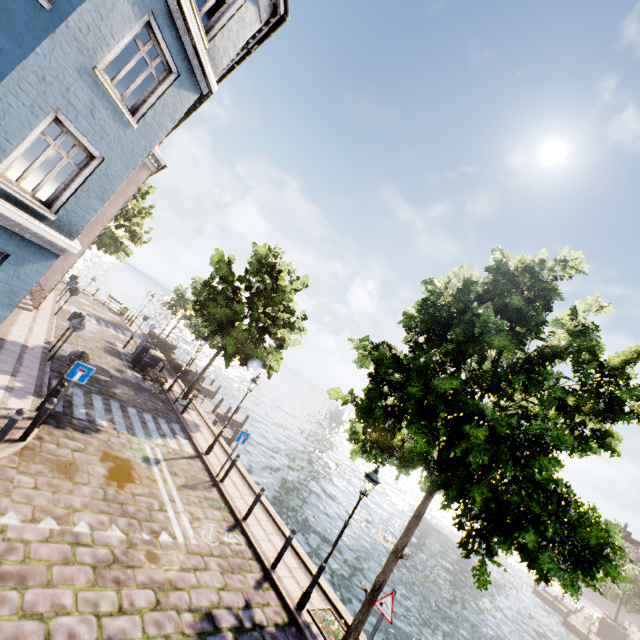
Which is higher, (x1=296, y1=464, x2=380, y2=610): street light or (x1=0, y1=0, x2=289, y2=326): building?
(x1=0, y1=0, x2=289, y2=326): building

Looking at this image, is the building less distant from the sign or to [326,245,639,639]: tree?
[326,245,639,639]: tree

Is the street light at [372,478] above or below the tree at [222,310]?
below

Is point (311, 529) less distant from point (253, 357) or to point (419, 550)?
point (253, 357)

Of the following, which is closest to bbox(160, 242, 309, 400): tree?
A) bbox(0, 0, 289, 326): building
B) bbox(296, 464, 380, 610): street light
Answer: bbox(296, 464, 380, 610): street light

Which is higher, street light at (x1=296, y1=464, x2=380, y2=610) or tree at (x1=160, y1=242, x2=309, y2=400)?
tree at (x1=160, y1=242, x2=309, y2=400)

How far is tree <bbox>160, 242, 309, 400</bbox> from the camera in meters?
16.8

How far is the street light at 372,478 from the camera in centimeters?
796cm
